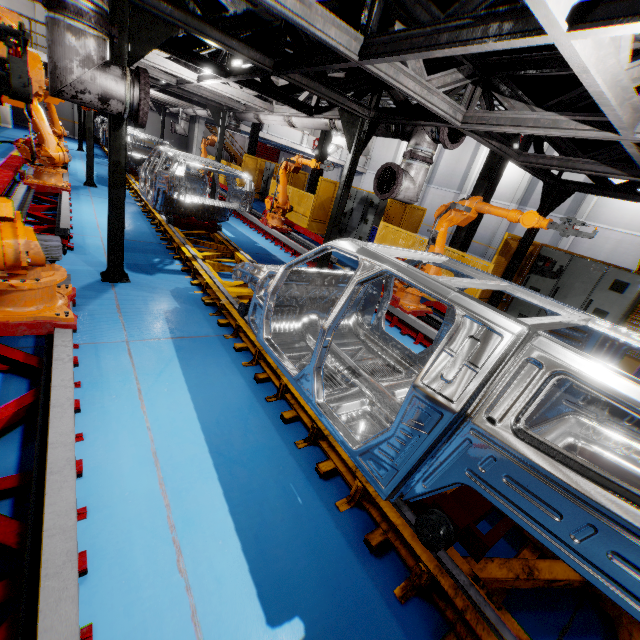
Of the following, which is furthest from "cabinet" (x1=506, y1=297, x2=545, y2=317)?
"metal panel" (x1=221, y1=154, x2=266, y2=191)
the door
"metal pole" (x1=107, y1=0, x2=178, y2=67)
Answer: the door

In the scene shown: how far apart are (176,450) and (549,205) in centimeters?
842cm

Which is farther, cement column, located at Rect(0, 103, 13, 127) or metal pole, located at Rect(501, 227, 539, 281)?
cement column, located at Rect(0, 103, 13, 127)

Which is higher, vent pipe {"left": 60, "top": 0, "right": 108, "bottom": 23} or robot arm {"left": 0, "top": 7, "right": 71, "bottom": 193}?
vent pipe {"left": 60, "top": 0, "right": 108, "bottom": 23}

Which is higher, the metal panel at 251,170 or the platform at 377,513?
the metal panel at 251,170

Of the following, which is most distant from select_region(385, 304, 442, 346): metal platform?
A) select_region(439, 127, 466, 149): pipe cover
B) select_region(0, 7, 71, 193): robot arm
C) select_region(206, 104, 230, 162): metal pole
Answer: select_region(206, 104, 230, 162): metal pole

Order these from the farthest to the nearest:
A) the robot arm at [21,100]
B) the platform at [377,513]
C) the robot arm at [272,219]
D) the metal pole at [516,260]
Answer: the robot arm at [272,219]
the metal pole at [516,260]
the platform at [377,513]
the robot arm at [21,100]

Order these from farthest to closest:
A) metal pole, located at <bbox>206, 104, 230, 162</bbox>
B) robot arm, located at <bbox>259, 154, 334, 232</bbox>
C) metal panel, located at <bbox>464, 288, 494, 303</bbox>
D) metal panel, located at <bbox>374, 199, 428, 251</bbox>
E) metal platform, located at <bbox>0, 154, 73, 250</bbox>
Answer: metal pole, located at <bbox>206, 104, 230, 162</bbox> → metal panel, located at <bbox>374, 199, 428, 251</bbox> → robot arm, located at <bbox>259, 154, 334, 232</bbox> → metal panel, located at <bbox>464, 288, 494, 303</bbox> → metal platform, located at <bbox>0, 154, 73, 250</bbox>
